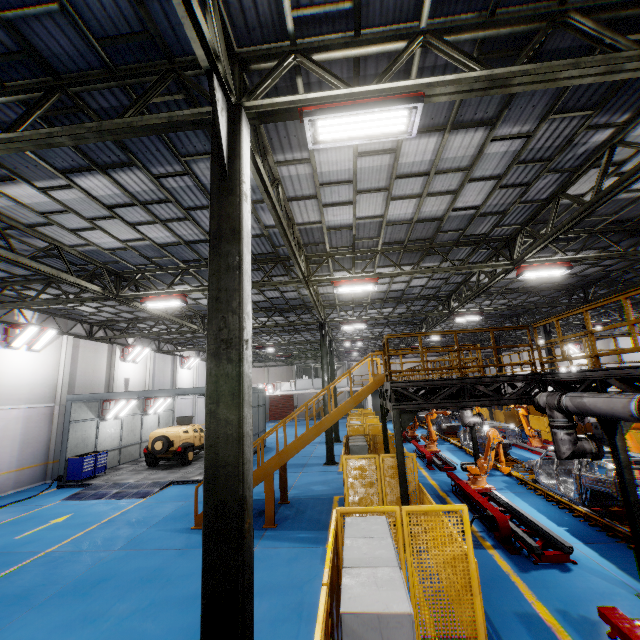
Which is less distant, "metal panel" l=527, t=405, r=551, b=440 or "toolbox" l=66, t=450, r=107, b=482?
"toolbox" l=66, t=450, r=107, b=482

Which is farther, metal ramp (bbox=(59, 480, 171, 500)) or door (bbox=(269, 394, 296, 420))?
door (bbox=(269, 394, 296, 420))

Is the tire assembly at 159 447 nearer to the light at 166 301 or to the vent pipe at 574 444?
the light at 166 301

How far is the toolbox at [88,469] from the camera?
16.0m

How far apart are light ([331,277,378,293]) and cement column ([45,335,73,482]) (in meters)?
16.82

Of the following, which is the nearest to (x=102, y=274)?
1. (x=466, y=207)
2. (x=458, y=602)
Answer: (x=466, y=207)

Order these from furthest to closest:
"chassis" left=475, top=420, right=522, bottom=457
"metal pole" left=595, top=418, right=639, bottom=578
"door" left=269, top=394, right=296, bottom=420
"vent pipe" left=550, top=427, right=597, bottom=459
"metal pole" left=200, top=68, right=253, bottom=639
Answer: "door" left=269, top=394, right=296, bottom=420 → "chassis" left=475, top=420, right=522, bottom=457 → "vent pipe" left=550, top=427, right=597, bottom=459 → "metal pole" left=595, top=418, right=639, bottom=578 → "metal pole" left=200, top=68, right=253, bottom=639

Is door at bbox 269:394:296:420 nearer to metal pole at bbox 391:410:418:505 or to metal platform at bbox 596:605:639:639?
metal pole at bbox 391:410:418:505
